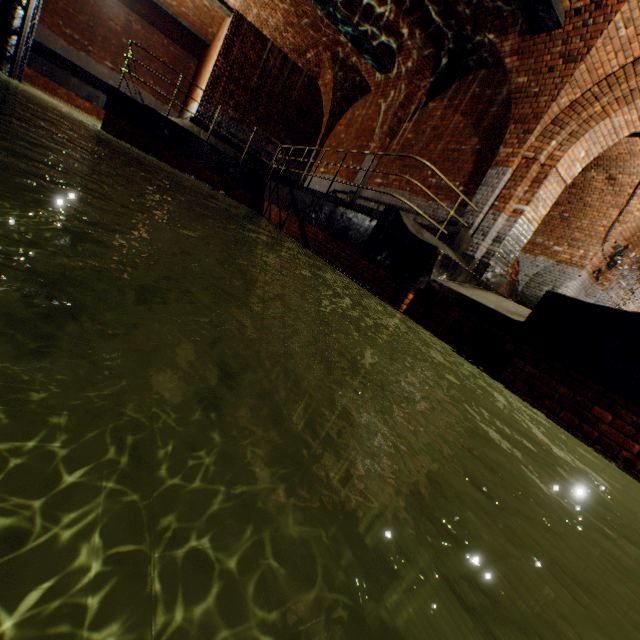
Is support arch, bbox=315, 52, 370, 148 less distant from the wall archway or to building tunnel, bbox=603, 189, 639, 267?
building tunnel, bbox=603, 189, 639, 267

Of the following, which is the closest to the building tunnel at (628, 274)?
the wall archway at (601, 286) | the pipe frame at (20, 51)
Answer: the wall archway at (601, 286)

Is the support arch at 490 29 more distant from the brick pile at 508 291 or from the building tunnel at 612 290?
the brick pile at 508 291

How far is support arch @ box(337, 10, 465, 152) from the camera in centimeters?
808cm

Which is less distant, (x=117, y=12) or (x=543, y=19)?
(x=543, y=19)

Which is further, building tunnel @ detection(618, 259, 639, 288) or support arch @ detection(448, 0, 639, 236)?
building tunnel @ detection(618, 259, 639, 288)

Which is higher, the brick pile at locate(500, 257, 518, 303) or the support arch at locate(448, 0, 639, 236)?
the support arch at locate(448, 0, 639, 236)

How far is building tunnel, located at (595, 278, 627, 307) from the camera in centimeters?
1091cm
